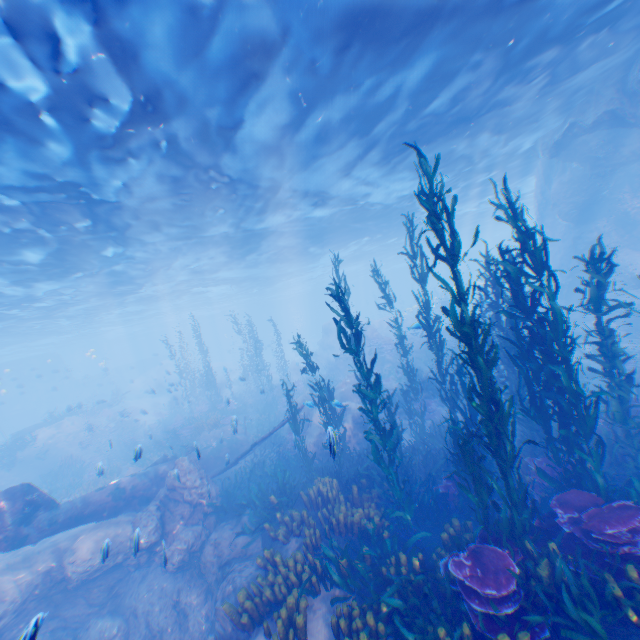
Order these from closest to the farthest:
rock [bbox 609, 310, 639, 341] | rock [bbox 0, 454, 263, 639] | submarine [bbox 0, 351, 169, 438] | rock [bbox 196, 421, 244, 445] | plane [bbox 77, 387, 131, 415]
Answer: rock [bbox 0, 454, 263, 639]
rock [bbox 196, 421, 244, 445]
rock [bbox 609, 310, 639, 341]
plane [bbox 77, 387, 131, 415]
submarine [bbox 0, 351, 169, 438]

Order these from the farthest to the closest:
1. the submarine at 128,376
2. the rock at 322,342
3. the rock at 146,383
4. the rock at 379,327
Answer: the submarine at 128,376 < the rock at 146,383 < the rock at 322,342 < the rock at 379,327

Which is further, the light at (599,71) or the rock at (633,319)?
the rock at (633,319)

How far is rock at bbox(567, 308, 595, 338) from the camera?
20.1 meters

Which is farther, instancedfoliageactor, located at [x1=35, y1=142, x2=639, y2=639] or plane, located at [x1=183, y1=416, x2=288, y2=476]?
plane, located at [x1=183, y1=416, x2=288, y2=476]

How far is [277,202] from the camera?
17.11m

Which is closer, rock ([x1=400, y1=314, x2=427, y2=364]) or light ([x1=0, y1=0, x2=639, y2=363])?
light ([x1=0, y1=0, x2=639, y2=363])
